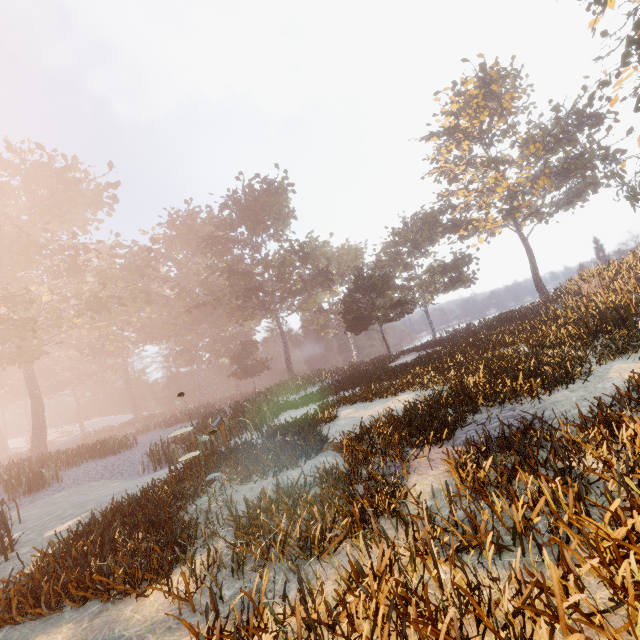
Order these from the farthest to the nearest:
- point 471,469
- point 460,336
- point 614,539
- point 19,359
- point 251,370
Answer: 1. point 251,370
2. point 19,359
3. point 460,336
4. point 471,469
5. point 614,539
